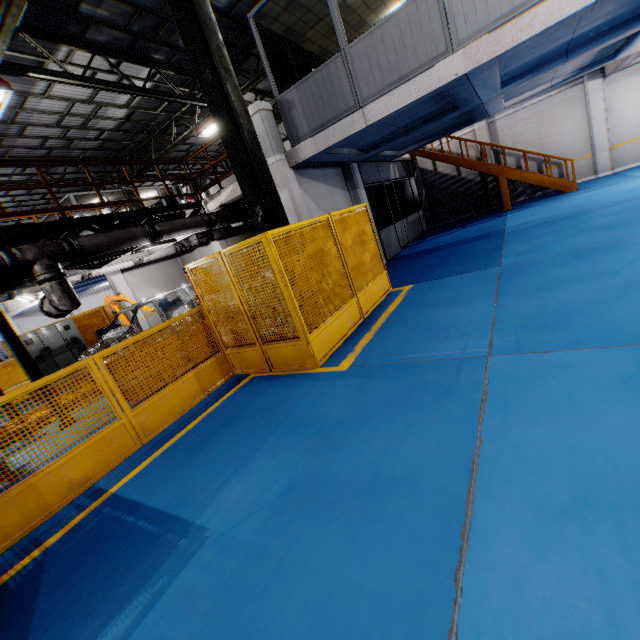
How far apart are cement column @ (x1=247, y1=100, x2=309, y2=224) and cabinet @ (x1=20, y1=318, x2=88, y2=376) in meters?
11.9

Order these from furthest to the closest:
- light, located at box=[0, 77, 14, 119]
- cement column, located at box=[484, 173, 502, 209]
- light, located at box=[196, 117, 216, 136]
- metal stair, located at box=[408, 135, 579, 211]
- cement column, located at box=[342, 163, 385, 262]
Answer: cement column, located at box=[484, 173, 502, 209] < light, located at box=[196, 117, 216, 136] < metal stair, located at box=[408, 135, 579, 211] < cement column, located at box=[342, 163, 385, 262] < light, located at box=[0, 77, 14, 119]

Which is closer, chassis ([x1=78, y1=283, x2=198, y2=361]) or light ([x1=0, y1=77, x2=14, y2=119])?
light ([x1=0, y1=77, x2=14, y2=119])

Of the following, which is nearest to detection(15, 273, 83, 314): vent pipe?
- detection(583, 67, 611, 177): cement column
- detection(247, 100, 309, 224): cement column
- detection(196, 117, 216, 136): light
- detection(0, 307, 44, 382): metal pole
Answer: detection(0, 307, 44, 382): metal pole

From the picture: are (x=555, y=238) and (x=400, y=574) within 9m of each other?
yes

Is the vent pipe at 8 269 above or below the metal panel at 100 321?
above

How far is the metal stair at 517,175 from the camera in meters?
13.2 m

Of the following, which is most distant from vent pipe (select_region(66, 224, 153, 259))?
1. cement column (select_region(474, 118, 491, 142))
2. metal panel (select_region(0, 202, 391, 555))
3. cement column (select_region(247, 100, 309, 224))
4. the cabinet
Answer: cement column (select_region(474, 118, 491, 142))
